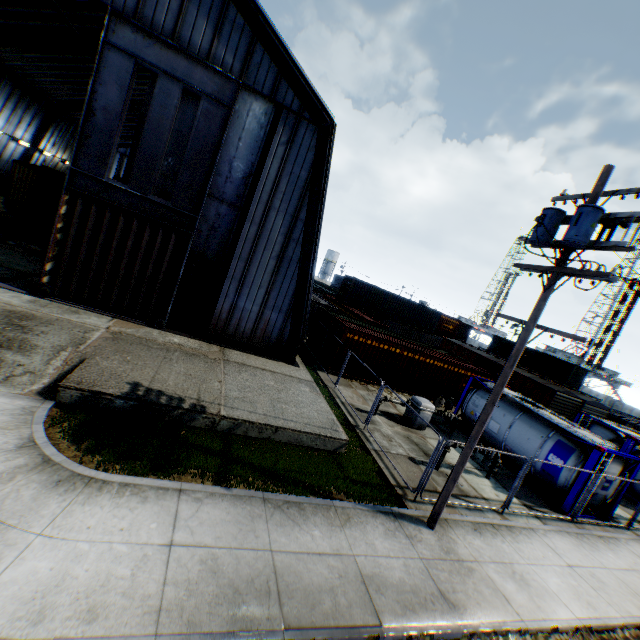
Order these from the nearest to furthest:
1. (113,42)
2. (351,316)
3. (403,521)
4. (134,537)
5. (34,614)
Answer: (34,614), (134,537), (403,521), (113,42), (351,316)

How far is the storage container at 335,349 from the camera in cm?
1845

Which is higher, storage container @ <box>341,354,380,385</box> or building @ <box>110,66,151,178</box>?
building @ <box>110,66,151,178</box>

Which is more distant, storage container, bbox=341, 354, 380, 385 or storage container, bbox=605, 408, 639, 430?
storage container, bbox=605, 408, 639, 430

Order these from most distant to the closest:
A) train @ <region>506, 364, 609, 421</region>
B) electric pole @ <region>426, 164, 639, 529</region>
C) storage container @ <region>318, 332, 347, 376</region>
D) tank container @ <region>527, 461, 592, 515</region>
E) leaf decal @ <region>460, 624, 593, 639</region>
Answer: train @ <region>506, 364, 609, 421</region>
storage container @ <region>318, 332, 347, 376</region>
tank container @ <region>527, 461, 592, 515</region>
electric pole @ <region>426, 164, 639, 529</region>
leaf decal @ <region>460, 624, 593, 639</region>

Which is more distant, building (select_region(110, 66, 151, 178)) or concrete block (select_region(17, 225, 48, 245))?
building (select_region(110, 66, 151, 178))

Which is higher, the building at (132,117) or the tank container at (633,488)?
the building at (132,117)

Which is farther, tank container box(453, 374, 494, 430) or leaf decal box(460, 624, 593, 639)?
tank container box(453, 374, 494, 430)
